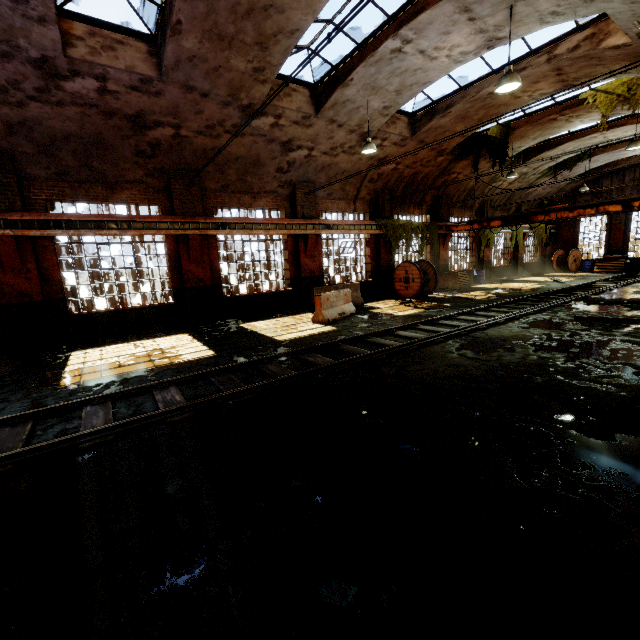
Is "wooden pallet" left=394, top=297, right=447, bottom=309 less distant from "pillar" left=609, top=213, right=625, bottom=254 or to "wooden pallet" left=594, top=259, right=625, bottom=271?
"wooden pallet" left=594, top=259, right=625, bottom=271

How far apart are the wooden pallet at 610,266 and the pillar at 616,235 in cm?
153

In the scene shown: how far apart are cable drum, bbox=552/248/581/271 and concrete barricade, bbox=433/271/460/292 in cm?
1397

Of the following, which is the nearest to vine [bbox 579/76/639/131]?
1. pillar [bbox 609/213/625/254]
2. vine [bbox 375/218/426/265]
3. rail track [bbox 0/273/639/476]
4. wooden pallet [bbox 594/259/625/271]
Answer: wooden pallet [bbox 594/259/625/271]

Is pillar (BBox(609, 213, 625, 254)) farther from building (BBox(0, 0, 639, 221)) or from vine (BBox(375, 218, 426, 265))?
vine (BBox(375, 218, 426, 265))

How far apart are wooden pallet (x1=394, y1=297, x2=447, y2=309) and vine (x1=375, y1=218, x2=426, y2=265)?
2.42m

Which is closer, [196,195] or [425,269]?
[196,195]

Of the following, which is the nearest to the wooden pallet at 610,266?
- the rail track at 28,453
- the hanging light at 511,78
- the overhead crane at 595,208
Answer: the overhead crane at 595,208
